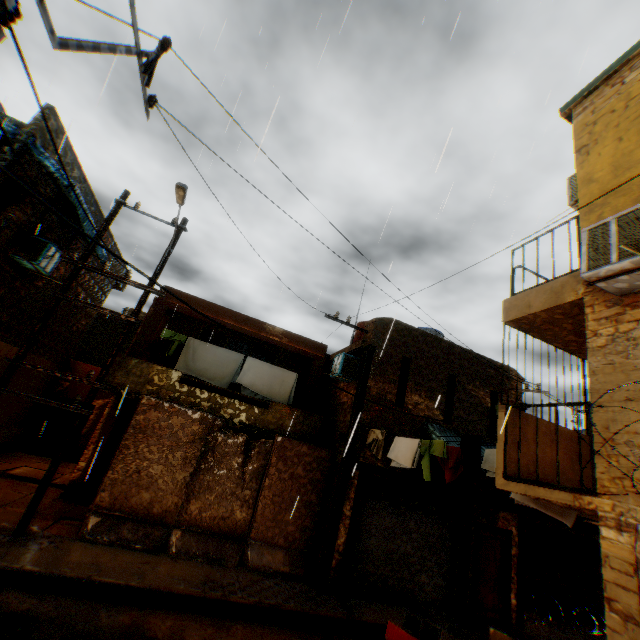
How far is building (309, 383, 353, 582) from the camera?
9.3m

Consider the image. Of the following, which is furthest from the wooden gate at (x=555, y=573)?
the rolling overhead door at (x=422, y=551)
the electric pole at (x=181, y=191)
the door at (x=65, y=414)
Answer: the door at (x=65, y=414)

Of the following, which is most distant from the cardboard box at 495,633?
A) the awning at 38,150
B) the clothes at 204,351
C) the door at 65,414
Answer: the door at 65,414

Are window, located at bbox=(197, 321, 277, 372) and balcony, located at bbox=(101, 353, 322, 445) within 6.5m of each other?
yes

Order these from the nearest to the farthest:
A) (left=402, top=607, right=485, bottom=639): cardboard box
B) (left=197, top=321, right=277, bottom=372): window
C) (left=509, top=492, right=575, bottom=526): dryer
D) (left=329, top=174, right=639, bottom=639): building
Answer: (left=329, top=174, right=639, bottom=639): building
(left=402, top=607, right=485, bottom=639): cardboard box
(left=509, top=492, right=575, bottom=526): dryer
(left=197, top=321, right=277, bottom=372): window

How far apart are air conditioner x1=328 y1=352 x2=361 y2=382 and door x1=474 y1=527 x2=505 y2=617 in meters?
5.9

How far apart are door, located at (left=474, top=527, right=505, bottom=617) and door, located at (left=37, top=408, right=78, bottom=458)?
16.5 meters

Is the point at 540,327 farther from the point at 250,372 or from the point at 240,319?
the point at 240,319
